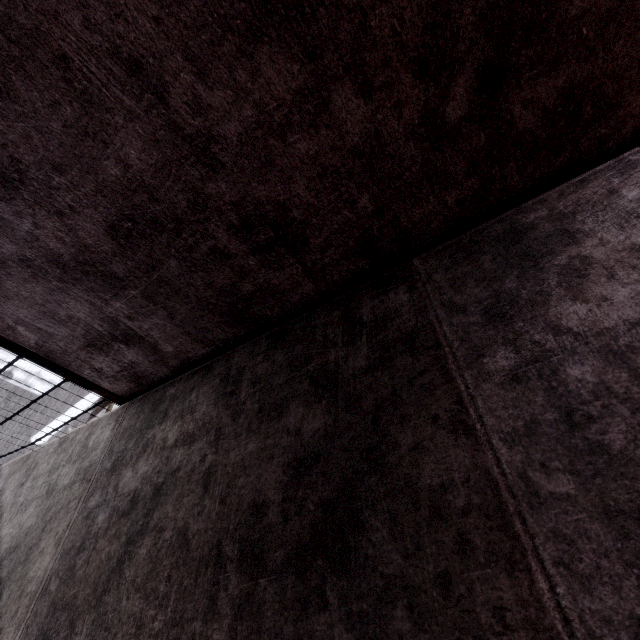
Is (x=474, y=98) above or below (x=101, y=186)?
below
